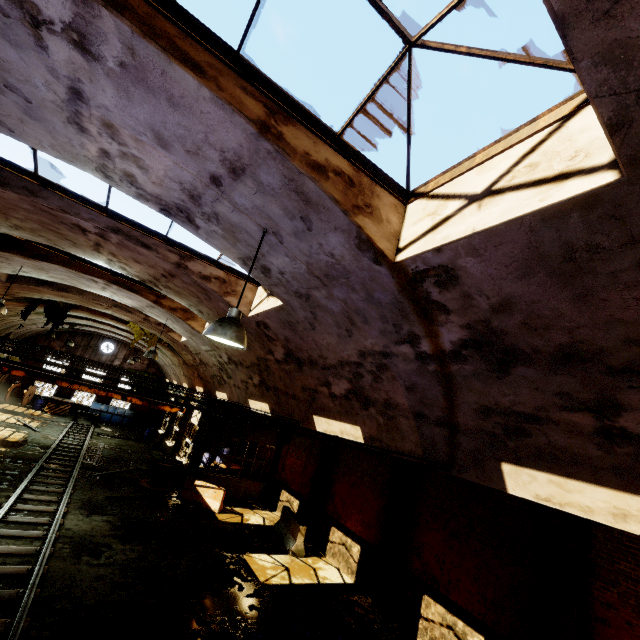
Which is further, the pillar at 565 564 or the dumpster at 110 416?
the dumpster at 110 416

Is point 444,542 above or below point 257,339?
below

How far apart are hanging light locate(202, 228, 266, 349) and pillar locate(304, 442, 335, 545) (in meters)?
12.95

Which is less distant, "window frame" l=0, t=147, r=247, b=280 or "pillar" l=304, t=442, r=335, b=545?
"window frame" l=0, t=147, r=247, b=280

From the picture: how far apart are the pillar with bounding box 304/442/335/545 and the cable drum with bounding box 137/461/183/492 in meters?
7.0

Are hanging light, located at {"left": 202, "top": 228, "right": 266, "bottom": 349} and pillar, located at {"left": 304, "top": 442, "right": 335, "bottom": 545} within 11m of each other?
no

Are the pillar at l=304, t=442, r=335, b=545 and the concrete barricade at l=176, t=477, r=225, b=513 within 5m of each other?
yes

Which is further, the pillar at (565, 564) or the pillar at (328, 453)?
the pillar at (328, 453)
